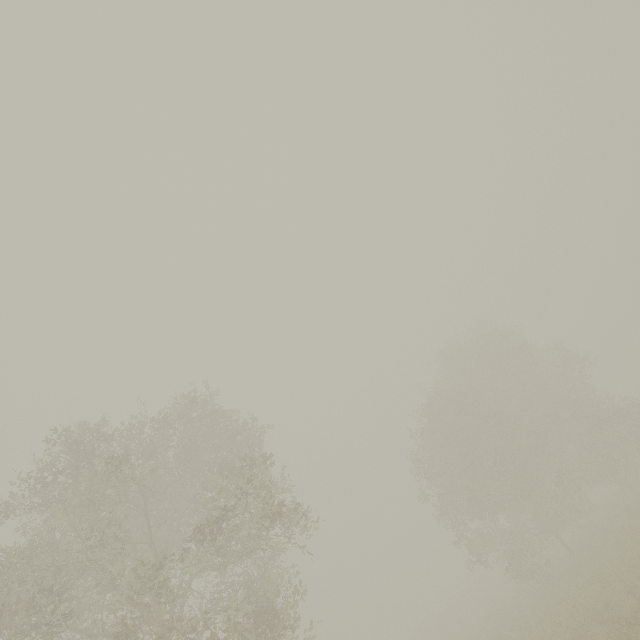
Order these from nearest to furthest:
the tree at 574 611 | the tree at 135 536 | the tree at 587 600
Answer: the tree at 135 536 < the tree at 574 611 < the tree at 587 600

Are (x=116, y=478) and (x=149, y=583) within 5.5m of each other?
yes

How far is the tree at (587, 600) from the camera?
11.77m

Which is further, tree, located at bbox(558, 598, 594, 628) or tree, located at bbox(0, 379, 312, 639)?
tree, located at bbox(558, 598, 594, 628)

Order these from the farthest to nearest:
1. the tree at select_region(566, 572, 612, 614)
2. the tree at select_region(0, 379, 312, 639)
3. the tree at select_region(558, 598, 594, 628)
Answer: the tree at select_region(566, 572, 612, 614) < the tree at select_region(558, 598, 594, 628) < the tree at select_region(0, 379, 312, 639)

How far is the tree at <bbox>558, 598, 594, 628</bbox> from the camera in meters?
11.1 m

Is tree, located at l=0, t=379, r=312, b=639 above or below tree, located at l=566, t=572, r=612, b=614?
above
